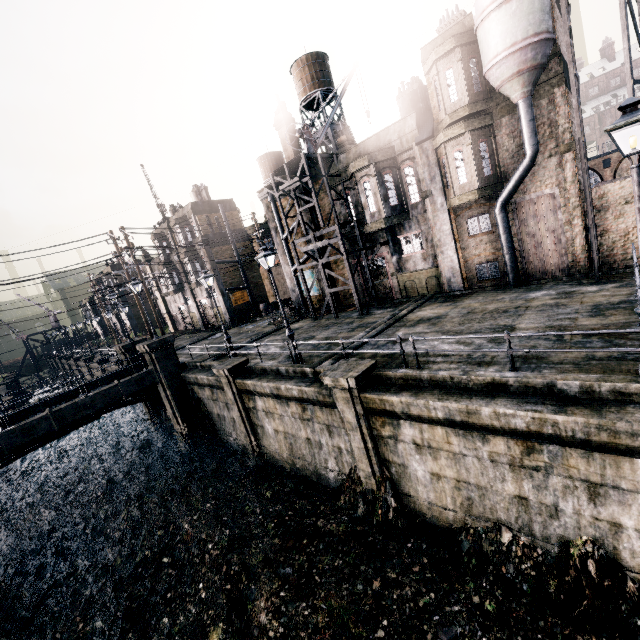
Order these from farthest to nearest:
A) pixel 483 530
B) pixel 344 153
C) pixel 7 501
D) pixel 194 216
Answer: pixel 194 216 < pixel 344 153 < pixel 7 501 < pixel 483 530

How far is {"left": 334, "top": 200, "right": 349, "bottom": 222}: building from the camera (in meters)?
24.52

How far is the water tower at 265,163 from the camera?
51.1m

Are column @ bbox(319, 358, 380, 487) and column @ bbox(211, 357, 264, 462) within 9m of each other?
yes

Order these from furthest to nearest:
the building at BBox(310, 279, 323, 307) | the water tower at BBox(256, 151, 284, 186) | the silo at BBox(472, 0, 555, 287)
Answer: the water tower at BBox(256, 151, 284, 186) → the building at BBox(310, 279, 323, 307) → the silo at BBox(472, 0, 555, 287)

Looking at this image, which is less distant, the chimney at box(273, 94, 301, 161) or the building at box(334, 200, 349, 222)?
the building at box(334, 200, 349, 222)

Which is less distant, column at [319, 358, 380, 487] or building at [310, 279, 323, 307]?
column at [319, 358, 380, 487]

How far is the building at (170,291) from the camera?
35.81m
